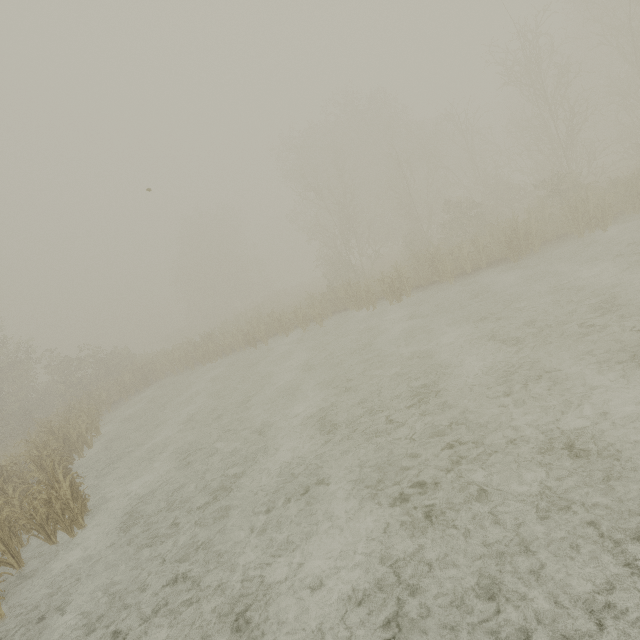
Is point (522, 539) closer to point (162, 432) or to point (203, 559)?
point (203, 559)
